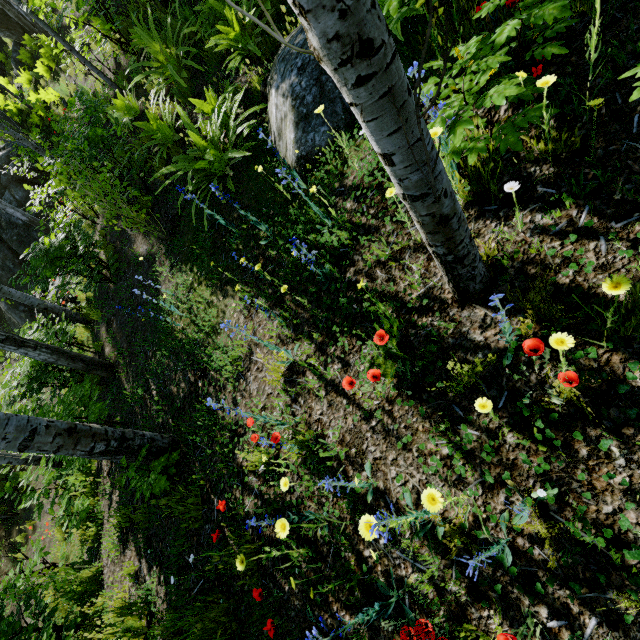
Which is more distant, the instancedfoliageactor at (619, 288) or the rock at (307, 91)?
the rock at (307, 91)

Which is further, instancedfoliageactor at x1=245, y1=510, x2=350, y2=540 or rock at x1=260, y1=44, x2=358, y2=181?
rock at x1=260, y1=44, x2=358, y2=181

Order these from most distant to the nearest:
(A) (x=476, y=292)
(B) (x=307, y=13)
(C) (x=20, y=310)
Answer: (C) (x=20, y=310), (A) (x=476, y=292), (B) (x=307, y=13)

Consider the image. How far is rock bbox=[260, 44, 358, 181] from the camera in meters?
3.1 m

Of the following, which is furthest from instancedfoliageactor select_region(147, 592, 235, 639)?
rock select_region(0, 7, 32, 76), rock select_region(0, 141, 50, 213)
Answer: rock select_region(0, 141, 50, 213)

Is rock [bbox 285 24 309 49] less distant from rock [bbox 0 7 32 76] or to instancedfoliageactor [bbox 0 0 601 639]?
instancedfoliageactor [bbox 0 0 601 639]

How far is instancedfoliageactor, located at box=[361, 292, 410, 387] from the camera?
1.8m

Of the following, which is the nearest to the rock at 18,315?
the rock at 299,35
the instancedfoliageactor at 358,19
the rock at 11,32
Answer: the instancedfoliageactor at 358,19
